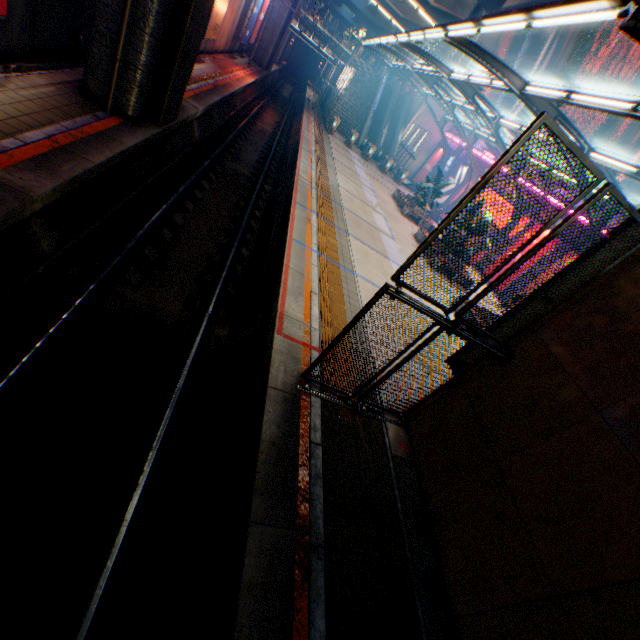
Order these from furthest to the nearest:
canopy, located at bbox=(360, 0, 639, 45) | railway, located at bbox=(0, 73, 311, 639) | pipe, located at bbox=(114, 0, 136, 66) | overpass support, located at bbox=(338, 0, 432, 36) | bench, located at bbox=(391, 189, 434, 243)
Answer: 1. overpass support, located at bbox=(338, 0, 432, 36)
2. bench, located at bbox=(391, 189, 434, 243)
3. pipe, located at bbox=(114, 0, 136, 66)
4. canopy, located at bbox=(360, 0, 639, 45)
5. railway, located at bbox=(0, 73, 311, 639)

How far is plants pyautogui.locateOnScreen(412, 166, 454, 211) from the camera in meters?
21.7

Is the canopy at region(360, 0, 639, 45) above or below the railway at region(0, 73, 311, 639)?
above

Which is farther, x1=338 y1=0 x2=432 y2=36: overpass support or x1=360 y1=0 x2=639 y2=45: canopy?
x1=338 y1=0 x2=432 y2=36: overpass support

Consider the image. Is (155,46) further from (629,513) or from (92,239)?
(629,513)

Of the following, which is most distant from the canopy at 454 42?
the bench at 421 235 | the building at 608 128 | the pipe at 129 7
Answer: the building at 608 128

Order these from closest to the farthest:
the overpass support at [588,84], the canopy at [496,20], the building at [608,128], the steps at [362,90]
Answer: the canopy at [496,20], the overpass support at [588,84], the steps at [362,90], the building at [608,128]

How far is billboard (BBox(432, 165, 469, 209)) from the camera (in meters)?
29.89
